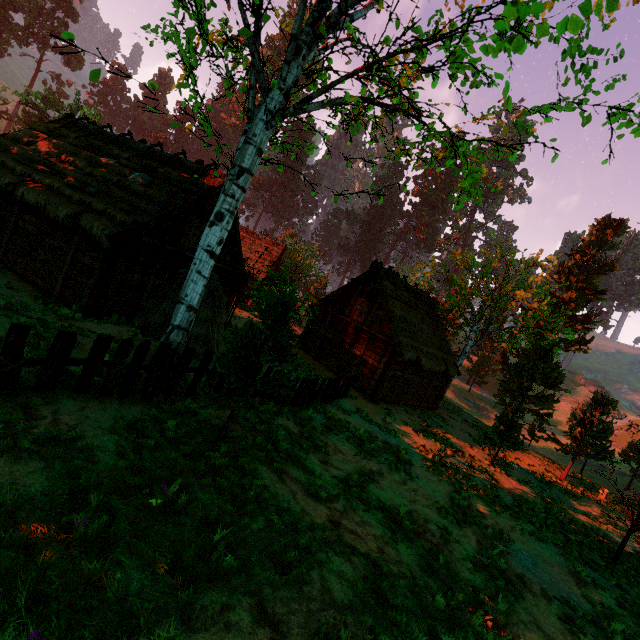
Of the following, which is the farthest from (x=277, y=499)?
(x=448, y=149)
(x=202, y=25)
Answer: (x=448, y=149)

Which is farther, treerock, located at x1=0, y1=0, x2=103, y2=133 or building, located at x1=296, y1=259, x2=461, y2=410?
treerock, located at x1=0, y1=0, x2=103, y2=133

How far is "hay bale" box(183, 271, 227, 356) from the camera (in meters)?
11.77

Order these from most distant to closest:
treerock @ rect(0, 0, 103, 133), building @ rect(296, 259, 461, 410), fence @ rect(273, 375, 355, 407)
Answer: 1. treerock @ rect(0, 0, 103, 133)
2. building @ rect(296, 259, 461, 410)
3. fence @ rect(273, 375, 355, 407)

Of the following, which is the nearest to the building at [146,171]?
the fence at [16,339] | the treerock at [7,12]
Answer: the treerock at [7,12]

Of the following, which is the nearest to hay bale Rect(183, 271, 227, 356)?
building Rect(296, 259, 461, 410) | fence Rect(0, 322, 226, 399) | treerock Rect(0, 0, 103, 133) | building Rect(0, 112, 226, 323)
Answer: building Rect(0, 112, 226, 323)

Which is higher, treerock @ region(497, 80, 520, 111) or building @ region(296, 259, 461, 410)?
treerock @ region(497, 80, 520, 111)

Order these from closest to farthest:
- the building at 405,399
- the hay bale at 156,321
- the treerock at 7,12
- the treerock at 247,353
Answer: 1. the treerock at 247,353
2. the hay bale at 156,321
3. the building at 405,399
4. the treerock at 7,12
